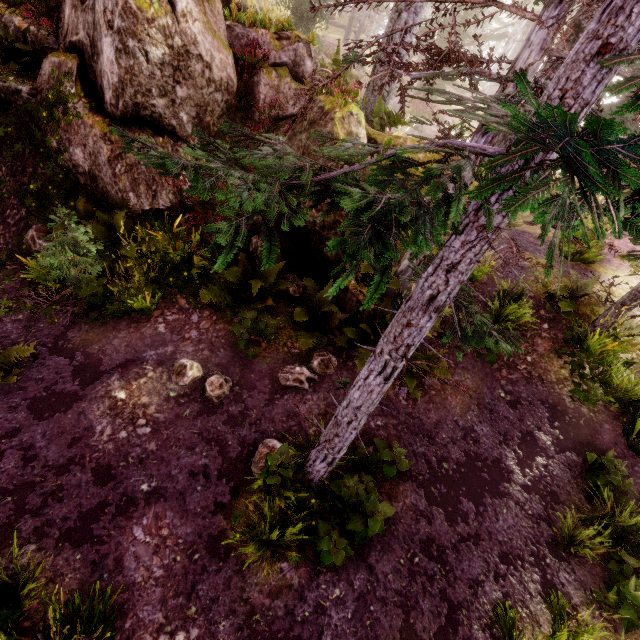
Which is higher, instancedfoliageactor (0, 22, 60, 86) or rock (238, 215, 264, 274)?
instancedfoliageactor (0, 22, 60, 86)

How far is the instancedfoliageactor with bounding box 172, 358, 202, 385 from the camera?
5.69m

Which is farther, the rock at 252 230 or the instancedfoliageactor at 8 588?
the rock at 252 230

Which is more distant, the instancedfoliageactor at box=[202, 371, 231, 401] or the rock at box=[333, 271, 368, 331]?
the rock at box=[333, 271, 368, 331]

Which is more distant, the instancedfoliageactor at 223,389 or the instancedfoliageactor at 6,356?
the instancedfoliageactor at 223,389

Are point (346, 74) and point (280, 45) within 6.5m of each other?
yes

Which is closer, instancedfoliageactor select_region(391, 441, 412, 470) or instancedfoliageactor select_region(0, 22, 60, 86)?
instancedfoliageactor select_region(391, 441, 412, 470)

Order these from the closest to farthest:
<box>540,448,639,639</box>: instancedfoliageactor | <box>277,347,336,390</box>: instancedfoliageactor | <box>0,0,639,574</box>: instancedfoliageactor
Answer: <box>0,0,639,574</box>: instancedfoliageactor < <box>540,448,639,639</box>: instancedfoliageactor < <box>277,347,336,390</box>: instancedfoliageactor
